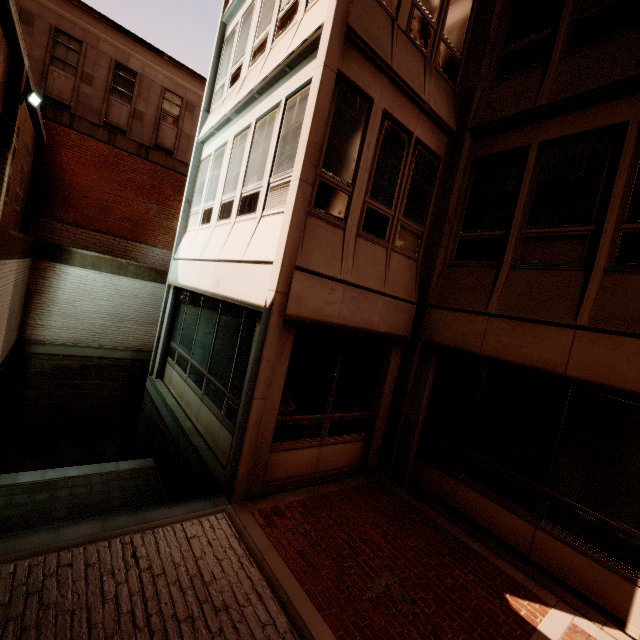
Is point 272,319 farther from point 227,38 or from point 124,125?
point 124,125
